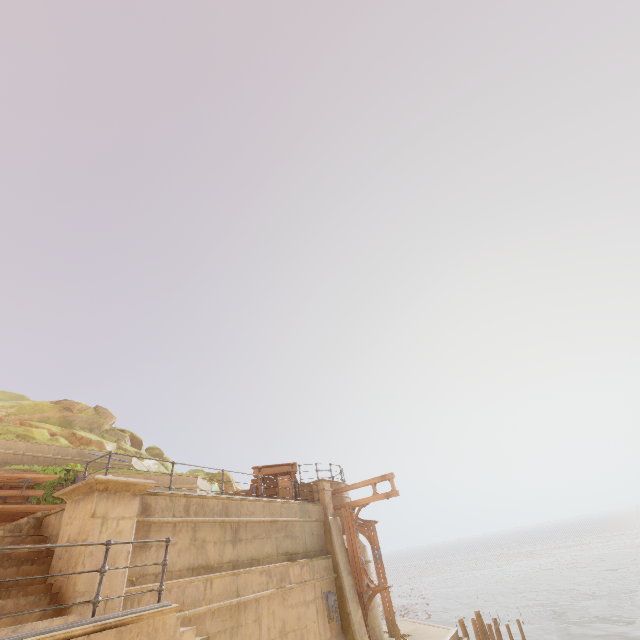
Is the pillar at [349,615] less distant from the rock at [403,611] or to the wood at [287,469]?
the wood at [287,469]

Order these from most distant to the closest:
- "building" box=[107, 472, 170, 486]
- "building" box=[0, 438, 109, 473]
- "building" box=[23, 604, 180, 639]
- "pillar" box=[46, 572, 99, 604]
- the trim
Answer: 1. "building" box=[107, 472, 170, 486]
2. the trim
3. "building" box=[0, 438, 109, 473]
4. "pillar" box=[46, 572, 99, 604]
5. "building" box=[23, 604, 180, 639]

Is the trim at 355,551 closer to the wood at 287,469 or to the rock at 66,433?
the wood at 287,469

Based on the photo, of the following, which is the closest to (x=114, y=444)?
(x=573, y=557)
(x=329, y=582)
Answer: (x=329, y=582)

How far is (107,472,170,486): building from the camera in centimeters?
1518cm

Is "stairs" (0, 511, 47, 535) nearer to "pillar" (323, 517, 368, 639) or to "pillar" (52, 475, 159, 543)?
"pillar" (52, 475, 159, 543)

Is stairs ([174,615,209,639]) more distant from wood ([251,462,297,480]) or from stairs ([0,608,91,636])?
wood ([251,462,297,480])

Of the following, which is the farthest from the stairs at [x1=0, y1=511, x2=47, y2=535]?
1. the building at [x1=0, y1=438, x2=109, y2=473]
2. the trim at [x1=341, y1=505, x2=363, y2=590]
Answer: the trim at [x1=341, y1=505, x2=363, y2=590]
